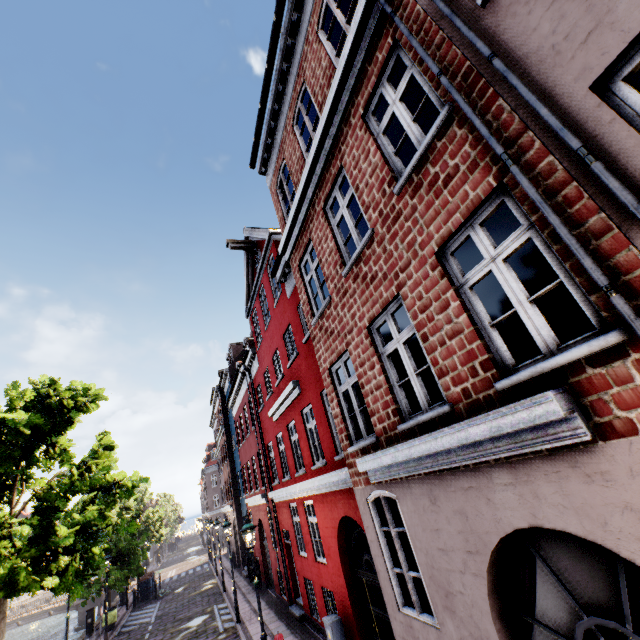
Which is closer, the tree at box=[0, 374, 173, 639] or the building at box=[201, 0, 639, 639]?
the building at box=[201, 0, 639, 639]

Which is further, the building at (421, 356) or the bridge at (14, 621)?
the bridge at (14, 621)

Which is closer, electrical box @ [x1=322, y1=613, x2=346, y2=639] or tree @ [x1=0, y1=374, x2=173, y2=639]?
electrical box @ [x1=322, y1=613, x2=346, y2=639]

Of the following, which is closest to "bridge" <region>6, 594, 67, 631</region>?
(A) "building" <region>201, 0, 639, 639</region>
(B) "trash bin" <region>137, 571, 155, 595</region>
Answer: (A) "building" <region>201, 0, 639, 639</region>

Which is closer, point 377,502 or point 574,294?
point 574,294

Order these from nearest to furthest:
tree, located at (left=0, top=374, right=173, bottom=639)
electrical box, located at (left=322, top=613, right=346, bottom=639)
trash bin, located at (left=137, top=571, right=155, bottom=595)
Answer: electrical box, located at (left=322, top=613, right=346, bottom=639) < tree, located at (left=0, top=374, right=173, bottom=639) < trash bin, located at (left=137, top=571, right=155, bottom=595)

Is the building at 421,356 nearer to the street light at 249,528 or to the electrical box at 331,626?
the electrical box at 331,626

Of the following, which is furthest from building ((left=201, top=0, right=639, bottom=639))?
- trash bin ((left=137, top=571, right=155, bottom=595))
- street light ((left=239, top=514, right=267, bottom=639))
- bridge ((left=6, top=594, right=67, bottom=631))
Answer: bridge ((left=6, top=594, right=67, bottom=631))
